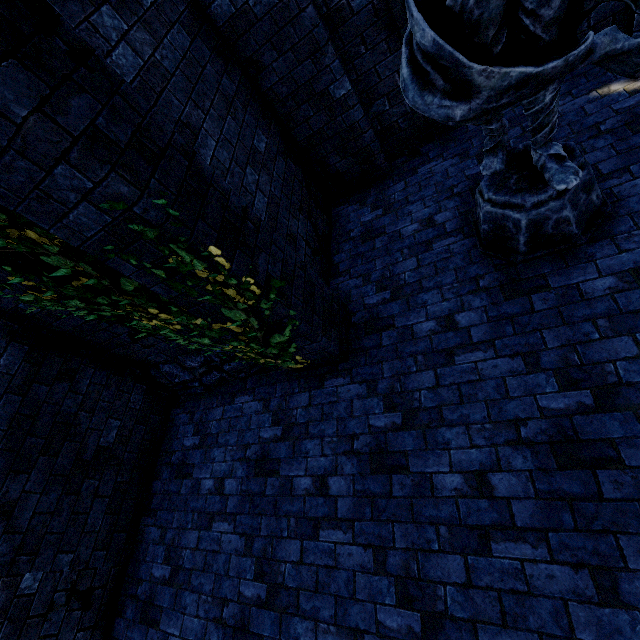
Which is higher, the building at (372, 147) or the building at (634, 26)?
the building at (372, 147)

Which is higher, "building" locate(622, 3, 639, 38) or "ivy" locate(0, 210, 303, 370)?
"ivy" locate(0, 210, 303, 370)

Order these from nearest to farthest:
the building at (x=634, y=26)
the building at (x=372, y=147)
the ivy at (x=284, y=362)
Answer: the building at (x=372, y=147)
the ivy at (x=284, y=362)
the building at (x=634, y=26)

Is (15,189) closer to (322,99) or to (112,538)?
(322,99)

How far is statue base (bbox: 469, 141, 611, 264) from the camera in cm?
276

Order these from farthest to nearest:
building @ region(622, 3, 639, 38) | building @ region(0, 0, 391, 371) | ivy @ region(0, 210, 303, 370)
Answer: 1. building @ region(622, 3, 639, 38)
2. ivy @ region(0, 210, 303, 370)
3. building @ region(0, 0, 391, 371)

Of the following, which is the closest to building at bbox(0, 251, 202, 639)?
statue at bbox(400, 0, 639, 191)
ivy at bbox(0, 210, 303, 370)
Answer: ivy at bbox(0, 210, 303, 370)
